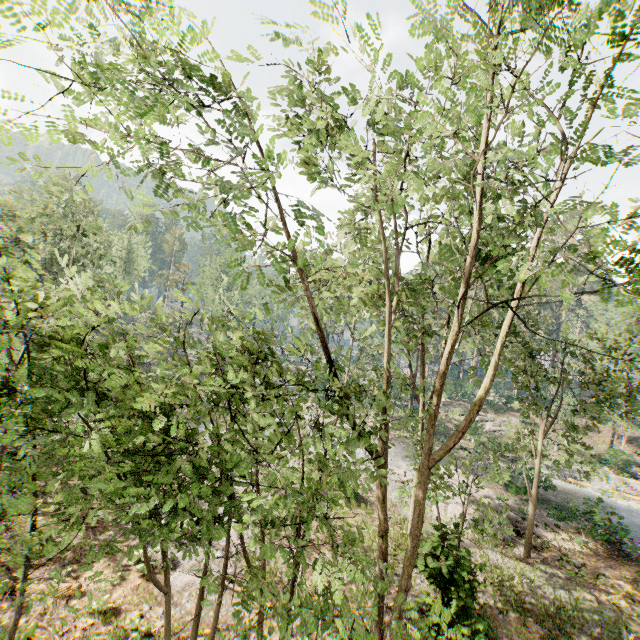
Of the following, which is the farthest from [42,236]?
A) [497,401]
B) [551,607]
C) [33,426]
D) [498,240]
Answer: [497,401]
